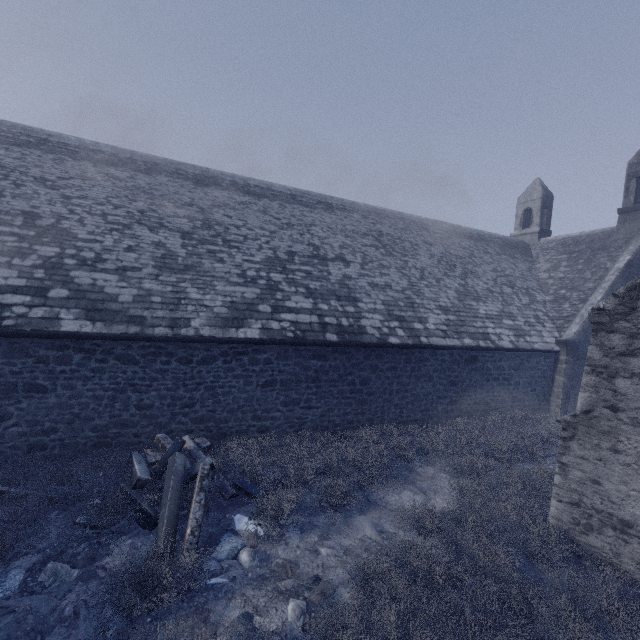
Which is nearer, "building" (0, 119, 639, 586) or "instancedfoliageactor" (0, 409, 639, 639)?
"instancedfoliageactor" (0, 409, 639, 639)

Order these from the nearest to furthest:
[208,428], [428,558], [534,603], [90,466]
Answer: [534,603] → [428,558] → [90,466] → [208,428]

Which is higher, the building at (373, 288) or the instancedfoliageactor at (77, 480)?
the building at (373, 288)

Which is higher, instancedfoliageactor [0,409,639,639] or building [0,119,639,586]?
building [0,119,639,586]

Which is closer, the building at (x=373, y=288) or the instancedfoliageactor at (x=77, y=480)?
the instancedfoliageactor at (x=77, y=480)
